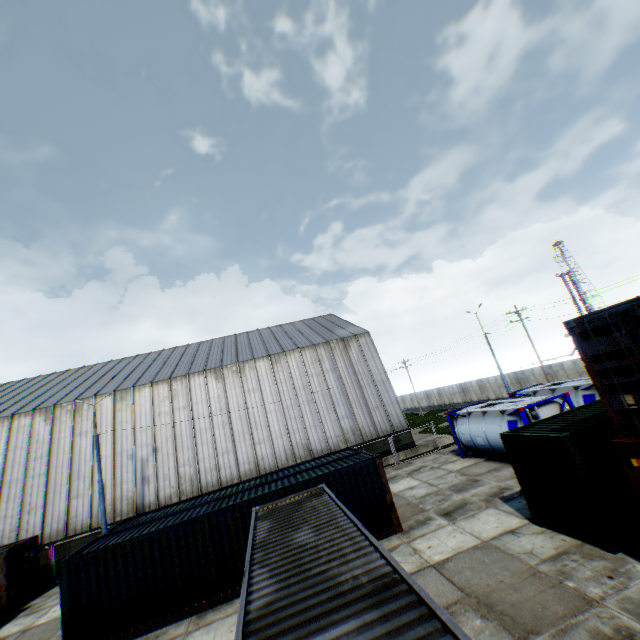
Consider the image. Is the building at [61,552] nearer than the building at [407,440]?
Yes

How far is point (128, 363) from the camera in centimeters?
3484cm

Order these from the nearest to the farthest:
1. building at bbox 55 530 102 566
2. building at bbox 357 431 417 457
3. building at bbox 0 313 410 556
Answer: building at bbox 55 530 102 566 → building at bbox 0 313 410 556 → building at bbox 357 431 417 457

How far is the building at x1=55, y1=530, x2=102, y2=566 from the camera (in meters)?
21.17

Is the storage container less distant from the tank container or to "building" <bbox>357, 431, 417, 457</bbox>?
"building" <bbox>357, 431, 417, 457</bbox>

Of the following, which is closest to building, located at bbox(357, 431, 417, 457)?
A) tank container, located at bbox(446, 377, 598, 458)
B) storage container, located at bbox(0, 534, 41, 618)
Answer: storage container, located at bbox(0, 534, 41, 618)

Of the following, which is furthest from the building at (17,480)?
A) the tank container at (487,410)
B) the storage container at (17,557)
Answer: the tank container at (487,410)

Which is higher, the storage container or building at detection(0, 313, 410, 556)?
building at detection(0, 313, 410, 556)
